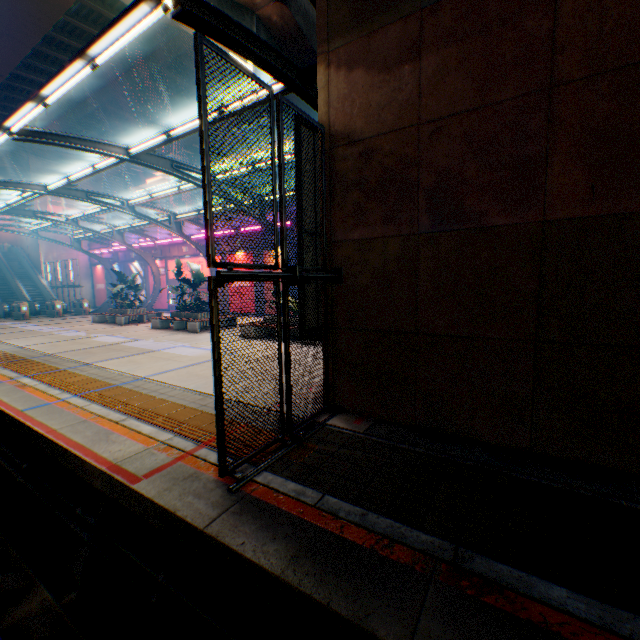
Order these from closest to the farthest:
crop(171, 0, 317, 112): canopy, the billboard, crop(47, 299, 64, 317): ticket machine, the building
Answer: crop(171, 0, 317, 112): canopy < crop(47, 299, 64, 317): ticket machine < the billboard < the building

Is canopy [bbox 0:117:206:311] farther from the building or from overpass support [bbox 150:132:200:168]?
the building

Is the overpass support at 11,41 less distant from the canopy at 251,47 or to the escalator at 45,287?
the canopy at 251,47

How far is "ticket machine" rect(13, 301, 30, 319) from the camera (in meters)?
23.70

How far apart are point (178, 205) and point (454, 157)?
64.4m

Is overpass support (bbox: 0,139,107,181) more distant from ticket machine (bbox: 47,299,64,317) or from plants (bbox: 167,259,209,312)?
ticket machine (bbox: 47,299,64,317)

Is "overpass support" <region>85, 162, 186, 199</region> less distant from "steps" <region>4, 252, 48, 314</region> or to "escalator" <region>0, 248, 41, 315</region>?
"escalator" <region>0, 248, 41, 315</region>

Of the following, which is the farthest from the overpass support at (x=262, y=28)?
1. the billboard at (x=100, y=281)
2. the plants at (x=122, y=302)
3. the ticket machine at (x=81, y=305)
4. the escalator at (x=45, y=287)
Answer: the ticket machine at (x=81, y=305)
